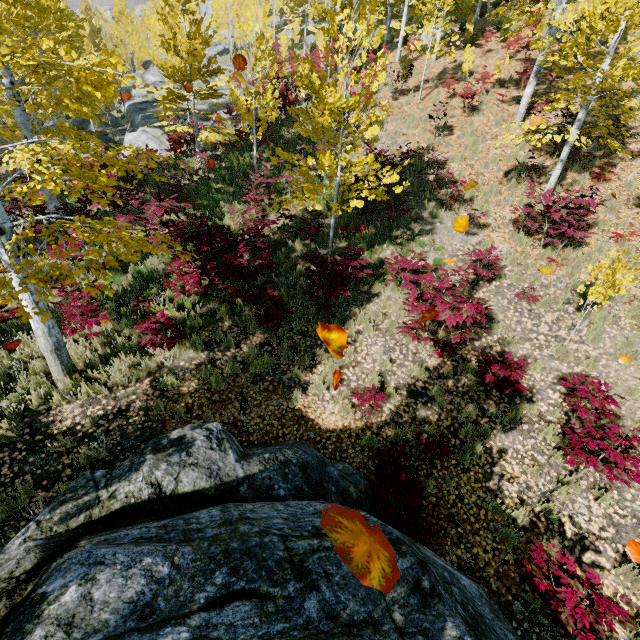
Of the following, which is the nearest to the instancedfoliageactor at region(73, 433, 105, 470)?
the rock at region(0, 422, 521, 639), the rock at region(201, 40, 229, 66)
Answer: the rock at region(201, 40, 229, 66)

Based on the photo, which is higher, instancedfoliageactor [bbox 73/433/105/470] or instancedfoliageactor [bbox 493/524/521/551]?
instancedfoliageactor [bbox 73/433/105/470]

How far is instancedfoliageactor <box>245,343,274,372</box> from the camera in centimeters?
675cm

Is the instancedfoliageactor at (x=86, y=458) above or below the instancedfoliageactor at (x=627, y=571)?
above

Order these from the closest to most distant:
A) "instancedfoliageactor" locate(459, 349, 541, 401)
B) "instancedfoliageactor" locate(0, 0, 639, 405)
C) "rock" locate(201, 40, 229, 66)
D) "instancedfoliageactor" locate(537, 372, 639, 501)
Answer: "instancedfoliageactor" locate(0, 0, 639, 405)
"instancedfoliageactor" locate(537, 372, 639, 501)
"instancedfoliageactor" locate(459, 349, 541, 401)
"rock" locate(201, 40, 229, 66)

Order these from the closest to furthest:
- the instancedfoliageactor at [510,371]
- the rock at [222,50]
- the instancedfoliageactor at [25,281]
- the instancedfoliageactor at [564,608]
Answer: the instancedfoliageactor at [564,608] < the instancedfoliageactor at [25,281] < the instancedfoliageactor at [510,371] < the rock at [222,50]

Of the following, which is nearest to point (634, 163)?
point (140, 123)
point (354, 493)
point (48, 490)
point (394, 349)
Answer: point (394, 349)
